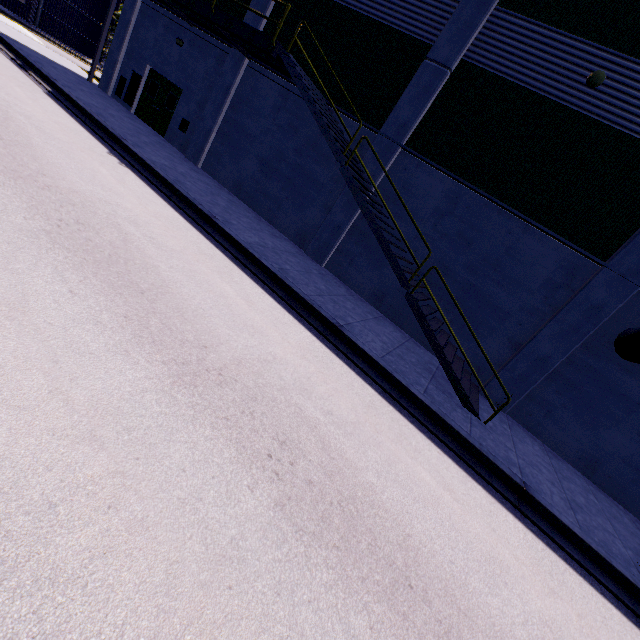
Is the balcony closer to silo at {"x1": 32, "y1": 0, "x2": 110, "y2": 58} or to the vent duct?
silo at {"x1": 32, "y1": 0, "x2": 110, "y2": 58}

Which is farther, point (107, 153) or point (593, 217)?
point (107, 153)

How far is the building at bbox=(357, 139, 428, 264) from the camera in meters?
11.0 m

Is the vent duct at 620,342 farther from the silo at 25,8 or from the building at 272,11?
the silo at 25,8

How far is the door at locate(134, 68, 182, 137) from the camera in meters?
15.7

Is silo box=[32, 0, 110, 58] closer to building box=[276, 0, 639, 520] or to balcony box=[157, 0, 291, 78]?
building box=[276, 0, 639, 520]

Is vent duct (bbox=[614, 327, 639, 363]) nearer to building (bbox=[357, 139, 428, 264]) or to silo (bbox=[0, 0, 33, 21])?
building (bbox=[357, 139, 428, 264])

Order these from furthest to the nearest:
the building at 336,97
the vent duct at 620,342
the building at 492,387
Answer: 1. the building at 336,97
2. the building at 492,387
3. the vent duct at 620,342
